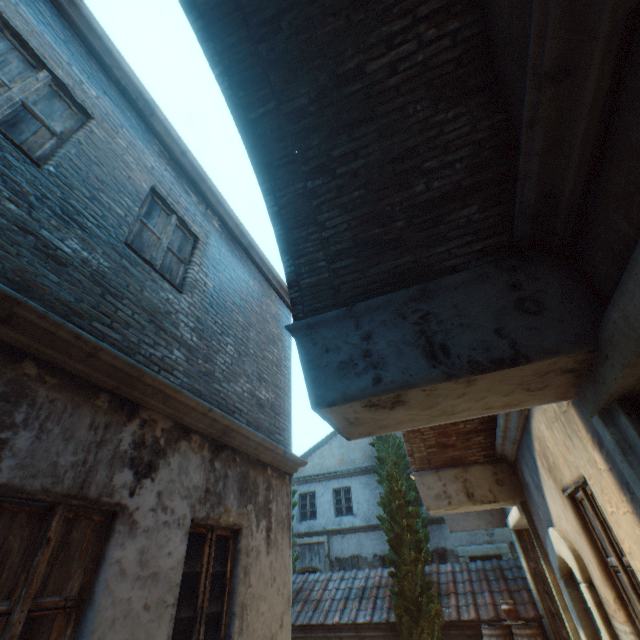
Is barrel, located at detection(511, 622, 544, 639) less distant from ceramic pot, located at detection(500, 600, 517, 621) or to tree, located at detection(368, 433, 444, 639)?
ceramic pot, located at detection(500, 600, 517, 621)

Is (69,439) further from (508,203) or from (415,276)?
(508,203)

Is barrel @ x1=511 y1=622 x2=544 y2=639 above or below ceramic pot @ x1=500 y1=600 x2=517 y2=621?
below

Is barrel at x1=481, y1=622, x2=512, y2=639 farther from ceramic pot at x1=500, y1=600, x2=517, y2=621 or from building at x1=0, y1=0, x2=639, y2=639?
building at x1=0, y1=0, x2=639, y2=639

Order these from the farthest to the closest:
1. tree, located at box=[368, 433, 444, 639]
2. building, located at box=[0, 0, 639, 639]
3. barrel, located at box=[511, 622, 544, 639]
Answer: tree, located at box=[368, 433, 444, 639], barrel, located at box=[511, 622, 544, 639], building, located at box=[0, 0, 639, 639]

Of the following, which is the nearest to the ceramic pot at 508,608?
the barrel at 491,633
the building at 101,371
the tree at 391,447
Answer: the barrel at 491,633

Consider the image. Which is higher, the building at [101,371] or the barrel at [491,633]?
the building at [101,371]

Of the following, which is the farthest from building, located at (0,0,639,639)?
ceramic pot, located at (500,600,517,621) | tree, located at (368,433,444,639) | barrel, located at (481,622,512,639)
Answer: ceramic pot, located at (500,600,517,621)
